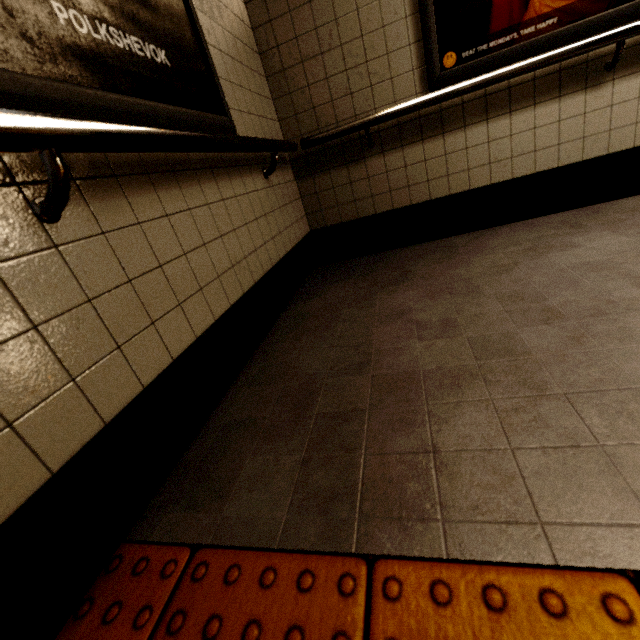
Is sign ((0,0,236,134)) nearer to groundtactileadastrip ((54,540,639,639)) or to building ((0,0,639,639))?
building ((0,0,639,639))

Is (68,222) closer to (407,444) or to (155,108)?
(155,108)

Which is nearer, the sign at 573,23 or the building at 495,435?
the building at 495,435

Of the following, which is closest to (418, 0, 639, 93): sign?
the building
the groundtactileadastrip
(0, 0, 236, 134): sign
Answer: the building

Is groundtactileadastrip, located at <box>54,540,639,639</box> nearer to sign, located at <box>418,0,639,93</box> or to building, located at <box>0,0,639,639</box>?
building, located at <box>0,0,639,639</box>

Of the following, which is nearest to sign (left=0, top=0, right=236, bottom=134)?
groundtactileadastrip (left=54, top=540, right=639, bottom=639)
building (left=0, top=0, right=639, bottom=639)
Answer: building (left=0, top=0, right=639, bottom=639)

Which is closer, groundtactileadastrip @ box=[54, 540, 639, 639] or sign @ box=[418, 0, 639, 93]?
groundtactileadastrip @ box=[54, 540, 639, 639]

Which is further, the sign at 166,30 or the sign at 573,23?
the sign at 573,23
